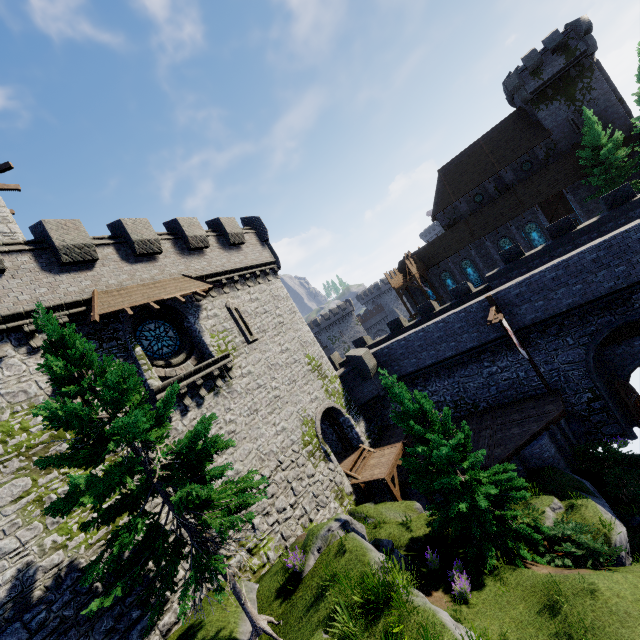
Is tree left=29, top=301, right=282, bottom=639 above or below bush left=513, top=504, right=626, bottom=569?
above

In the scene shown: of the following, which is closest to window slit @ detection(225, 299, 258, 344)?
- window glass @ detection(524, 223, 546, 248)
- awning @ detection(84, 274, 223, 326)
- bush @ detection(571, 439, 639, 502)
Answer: awning @ detection(84, 274, 223, 326)

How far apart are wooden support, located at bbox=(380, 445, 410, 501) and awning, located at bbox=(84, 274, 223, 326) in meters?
13.1 m

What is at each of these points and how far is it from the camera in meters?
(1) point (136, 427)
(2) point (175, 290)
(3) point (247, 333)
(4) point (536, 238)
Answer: (1) tree, 7.7 m
(2) awning, 15.0 m
(3) window slit, 18.1 m
(4) window glass, 38.2 m

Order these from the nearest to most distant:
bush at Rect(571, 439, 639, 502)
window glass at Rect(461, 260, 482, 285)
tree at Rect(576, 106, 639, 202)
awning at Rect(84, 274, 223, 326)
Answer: awning at Rect(84, 274, 223, 326)
bush at Rect(571, 439, 639, 502)
tree at Rect(576, 106, 639, 202)
window glass at Rect(461, 260, 482, 285)

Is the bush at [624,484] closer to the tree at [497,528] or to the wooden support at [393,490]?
the tree at [497,528]

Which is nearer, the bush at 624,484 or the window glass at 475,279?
the bush at 624,484

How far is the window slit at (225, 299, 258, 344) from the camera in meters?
18.0 m
